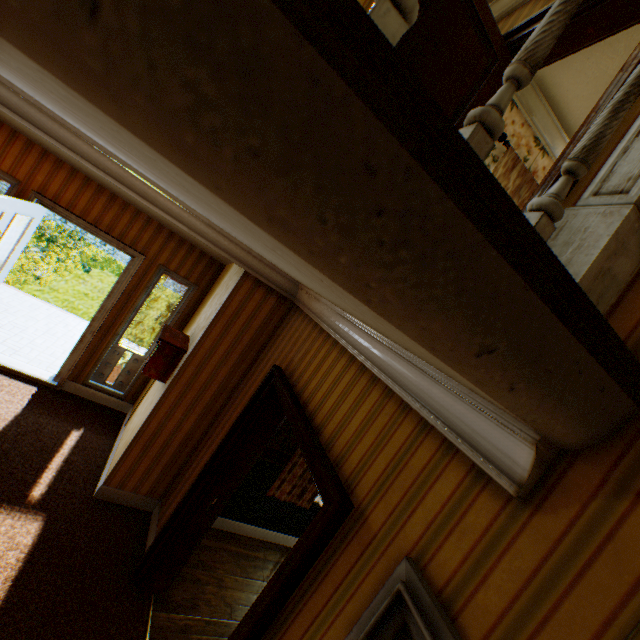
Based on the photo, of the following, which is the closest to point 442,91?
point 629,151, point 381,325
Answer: point 629,151

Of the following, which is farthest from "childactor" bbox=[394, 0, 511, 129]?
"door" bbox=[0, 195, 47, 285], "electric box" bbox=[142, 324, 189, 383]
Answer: "door" bbox=[0, 195, 47, 285]

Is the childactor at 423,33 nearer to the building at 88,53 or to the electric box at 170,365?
the building at 88,53

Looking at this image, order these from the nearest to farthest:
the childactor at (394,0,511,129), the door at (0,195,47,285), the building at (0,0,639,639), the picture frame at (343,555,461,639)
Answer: the building at (0,0,639,639), the picture frame at (343,555,461,639), the childactor at (394,0,511,129), the door at (0,195,47,285)

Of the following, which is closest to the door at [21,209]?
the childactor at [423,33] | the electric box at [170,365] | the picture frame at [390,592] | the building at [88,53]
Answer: the building at [88,53]

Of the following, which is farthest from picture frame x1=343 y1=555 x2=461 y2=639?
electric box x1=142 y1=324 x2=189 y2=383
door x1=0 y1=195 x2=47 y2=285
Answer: door x1=0 y1=195 x2=47 y2=285

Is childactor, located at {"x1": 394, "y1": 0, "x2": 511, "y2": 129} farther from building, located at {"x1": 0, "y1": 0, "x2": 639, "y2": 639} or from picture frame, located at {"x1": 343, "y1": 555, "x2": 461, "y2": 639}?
picture frame, located at {"x1": 343, "y1": 555, "x2": 461, "y2": 639}

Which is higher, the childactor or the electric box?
the childactor
